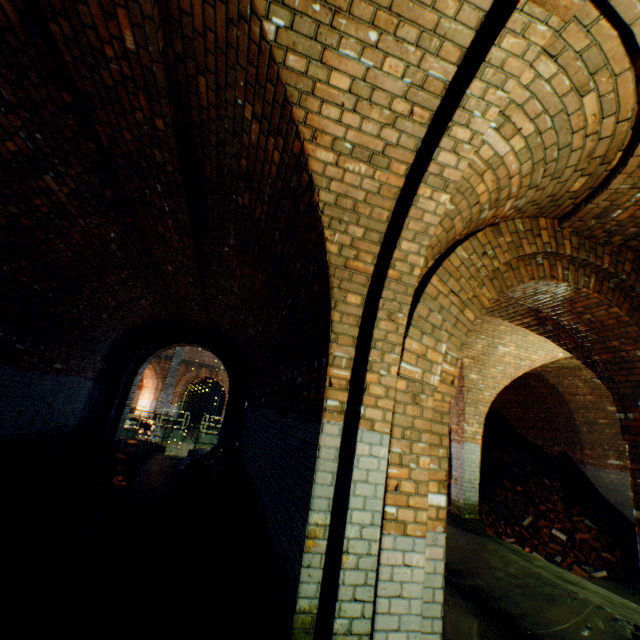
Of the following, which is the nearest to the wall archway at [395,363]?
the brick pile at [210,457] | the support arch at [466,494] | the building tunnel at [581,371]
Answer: the support arch at [466,494]

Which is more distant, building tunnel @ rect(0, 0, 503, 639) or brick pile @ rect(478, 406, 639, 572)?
brick pile @ rect(478, 406, 639, 572)

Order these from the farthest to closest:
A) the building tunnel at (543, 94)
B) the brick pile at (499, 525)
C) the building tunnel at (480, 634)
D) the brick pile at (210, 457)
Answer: the brick pile at (210, 457)
the brick pile at (499, 525)
the building tunnel at (480, 634)
the building tunnel at (543, 94)

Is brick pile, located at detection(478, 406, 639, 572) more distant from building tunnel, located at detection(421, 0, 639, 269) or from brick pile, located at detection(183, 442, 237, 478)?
brick pile, located at detection(183, 442, 237, 478)

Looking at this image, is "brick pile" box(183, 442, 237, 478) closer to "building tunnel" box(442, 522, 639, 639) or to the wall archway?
"building tunnel" box(442, 522, 639, 639)

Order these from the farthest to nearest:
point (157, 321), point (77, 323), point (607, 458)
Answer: point (157, 321) → point (607, 458) → point (77, 323)

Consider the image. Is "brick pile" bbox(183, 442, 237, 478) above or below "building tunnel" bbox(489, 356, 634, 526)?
below

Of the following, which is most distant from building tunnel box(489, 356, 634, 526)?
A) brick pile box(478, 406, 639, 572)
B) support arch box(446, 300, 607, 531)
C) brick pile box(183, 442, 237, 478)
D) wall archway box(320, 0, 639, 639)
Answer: brick pile box(183, 442, 237, 478)
